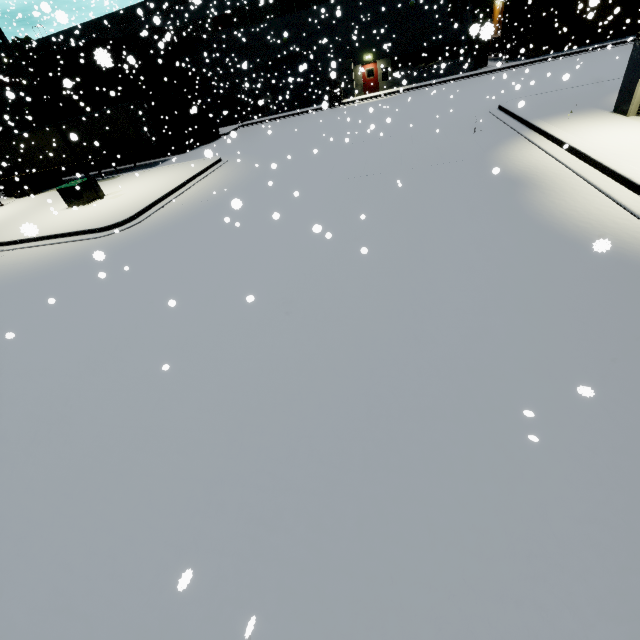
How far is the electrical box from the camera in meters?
16.1 m

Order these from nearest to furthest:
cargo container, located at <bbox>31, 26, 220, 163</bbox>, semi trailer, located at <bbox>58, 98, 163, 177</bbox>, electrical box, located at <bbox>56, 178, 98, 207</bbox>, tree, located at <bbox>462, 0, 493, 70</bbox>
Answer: tree, located at <bbox>462, 0, 493, 70</bbox> → electrical box, located at <bbox>56, 178, 98, 207</bbox> → semi trailer, located at <bbox>58, 98, 163, 177</bbox> → cargo container, located at <bbox>31, 26, 220, 163</bbox>

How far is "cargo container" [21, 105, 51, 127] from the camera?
27.31m

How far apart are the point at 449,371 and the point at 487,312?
1.4 meters

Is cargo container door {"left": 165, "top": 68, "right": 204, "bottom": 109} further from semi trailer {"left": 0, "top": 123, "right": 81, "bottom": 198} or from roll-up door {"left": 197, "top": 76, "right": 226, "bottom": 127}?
roll-up door {"left": 197, "top": 76, "right": 226, "bottom": 127}

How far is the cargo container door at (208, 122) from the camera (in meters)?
27.39

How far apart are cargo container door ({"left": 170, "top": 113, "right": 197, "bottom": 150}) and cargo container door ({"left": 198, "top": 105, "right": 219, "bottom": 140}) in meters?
0.8

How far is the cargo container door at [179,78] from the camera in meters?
24.1
